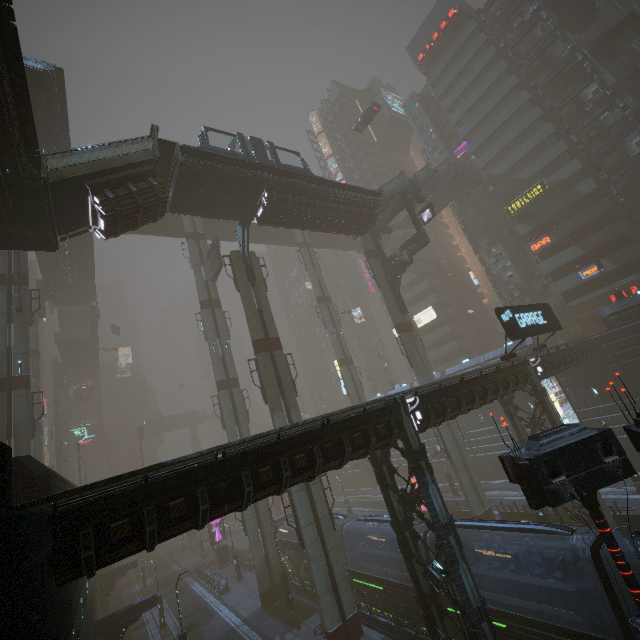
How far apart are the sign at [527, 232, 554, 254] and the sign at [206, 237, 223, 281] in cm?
3870

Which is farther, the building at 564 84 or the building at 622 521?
the building at 564 84

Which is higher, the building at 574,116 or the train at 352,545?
the building at 574,116

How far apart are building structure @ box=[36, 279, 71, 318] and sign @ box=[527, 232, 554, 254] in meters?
62.2 m

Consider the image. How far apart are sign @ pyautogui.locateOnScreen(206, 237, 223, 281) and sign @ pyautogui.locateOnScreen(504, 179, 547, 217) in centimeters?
3803cm

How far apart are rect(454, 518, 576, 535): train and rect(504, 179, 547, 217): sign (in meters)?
40.46

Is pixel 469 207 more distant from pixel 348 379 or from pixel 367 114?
pixel 348 379

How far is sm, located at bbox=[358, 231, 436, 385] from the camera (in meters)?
31.55
